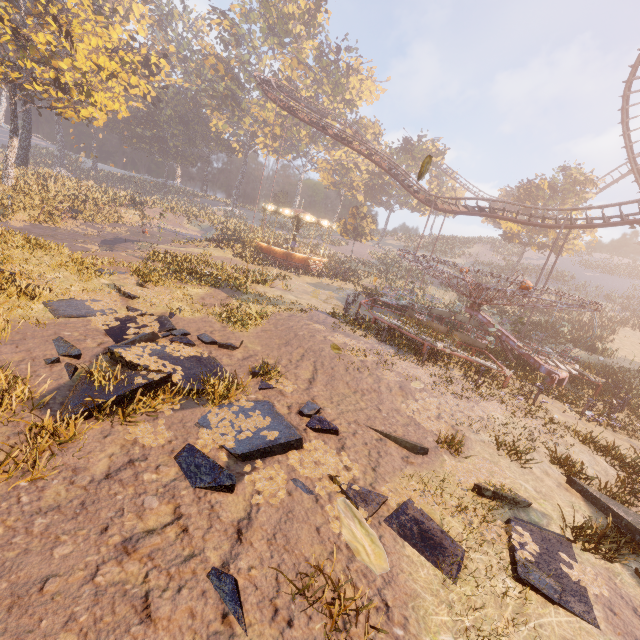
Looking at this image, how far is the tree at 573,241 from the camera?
38.6m

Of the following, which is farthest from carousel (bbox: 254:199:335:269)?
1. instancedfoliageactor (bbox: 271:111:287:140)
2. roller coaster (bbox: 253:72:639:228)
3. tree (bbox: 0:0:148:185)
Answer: instancedfoliageactor (bbox: 271:111:287:140)

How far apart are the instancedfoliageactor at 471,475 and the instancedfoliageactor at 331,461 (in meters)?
2.01

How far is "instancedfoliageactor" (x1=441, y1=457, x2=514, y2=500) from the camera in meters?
6.3

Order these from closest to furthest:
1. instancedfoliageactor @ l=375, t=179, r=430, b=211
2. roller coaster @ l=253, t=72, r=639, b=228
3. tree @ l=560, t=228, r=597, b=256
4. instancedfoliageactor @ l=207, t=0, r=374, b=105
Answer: roller coaster @ l=253, t=72, r=639, b=228, tree @ l=560, t=228, r=597, b=256, instancedfoliageactor @ l=207, t=0, r=374, b=105, instancedfoliageactor @ l=375, t=179, r=430, b=211

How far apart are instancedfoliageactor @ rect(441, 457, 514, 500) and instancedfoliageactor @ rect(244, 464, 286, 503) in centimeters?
→ 201cm

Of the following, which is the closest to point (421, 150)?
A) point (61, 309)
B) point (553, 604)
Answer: point (61, 309)

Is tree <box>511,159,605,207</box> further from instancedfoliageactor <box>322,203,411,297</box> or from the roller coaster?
instancedfoliageactor <box>322,203,411,297</box>
